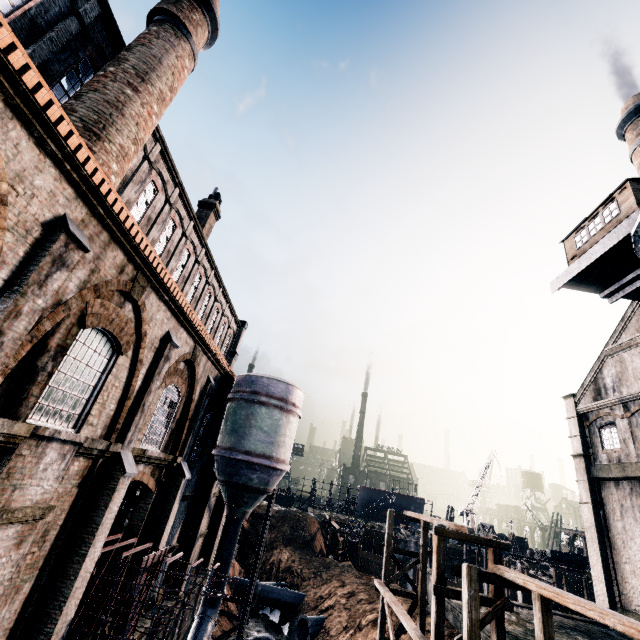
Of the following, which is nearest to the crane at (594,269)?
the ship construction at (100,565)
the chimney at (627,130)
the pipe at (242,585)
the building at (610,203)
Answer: the building at (610,203)

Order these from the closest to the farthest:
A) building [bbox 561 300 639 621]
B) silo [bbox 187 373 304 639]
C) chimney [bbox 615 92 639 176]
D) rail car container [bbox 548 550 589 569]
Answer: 1. silo [bbox 187 373 304 639]
2. building [bbox 561 300 639 621]
3. chimney [bbox 615 92 639 176]
4. rail car container [bbox 548 550 589 569]

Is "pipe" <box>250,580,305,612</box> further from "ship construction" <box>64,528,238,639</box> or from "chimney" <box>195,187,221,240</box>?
"chimney" <box>195,187,221,240</box>

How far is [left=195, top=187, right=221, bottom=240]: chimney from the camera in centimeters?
2694cm

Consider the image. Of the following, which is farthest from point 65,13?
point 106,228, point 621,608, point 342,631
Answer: point 621,608

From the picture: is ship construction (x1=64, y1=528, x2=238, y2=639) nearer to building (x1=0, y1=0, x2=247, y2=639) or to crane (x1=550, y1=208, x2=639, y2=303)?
building (x1=0, y1=0, x2=247, y2=639)

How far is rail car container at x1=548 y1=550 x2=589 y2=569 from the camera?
56.1 meters

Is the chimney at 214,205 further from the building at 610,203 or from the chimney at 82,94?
the building at 610,203
